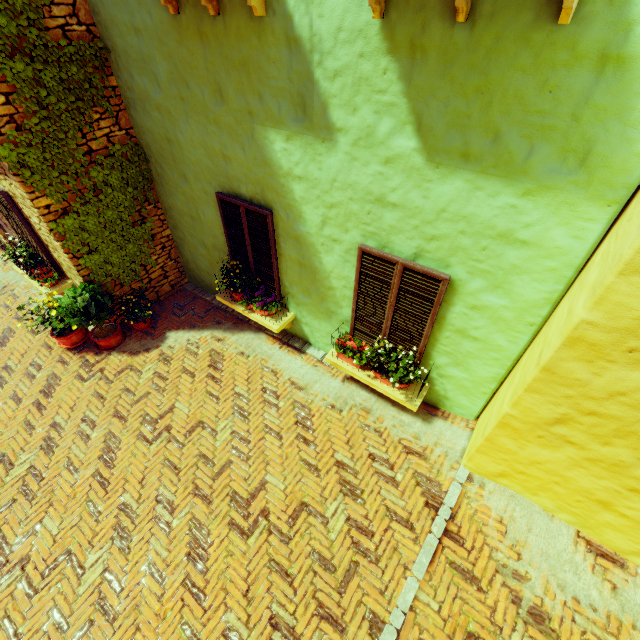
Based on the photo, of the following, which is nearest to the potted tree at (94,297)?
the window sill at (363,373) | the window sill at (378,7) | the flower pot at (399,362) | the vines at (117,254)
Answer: the vines at (117,254)

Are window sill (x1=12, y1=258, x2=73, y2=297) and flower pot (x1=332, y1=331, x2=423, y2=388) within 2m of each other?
no

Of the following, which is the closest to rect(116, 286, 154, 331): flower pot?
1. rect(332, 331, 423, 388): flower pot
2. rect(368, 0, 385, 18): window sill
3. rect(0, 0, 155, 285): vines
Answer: rect(0, 0, 155, 285): vines

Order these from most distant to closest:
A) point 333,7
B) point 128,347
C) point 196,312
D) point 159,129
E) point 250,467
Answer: point 196,312 → point 128,347 → point 159,129 → point 250,467 → point 333,7

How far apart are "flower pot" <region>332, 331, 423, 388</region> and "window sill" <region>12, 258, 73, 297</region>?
5.9m

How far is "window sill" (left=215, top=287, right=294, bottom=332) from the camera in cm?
543

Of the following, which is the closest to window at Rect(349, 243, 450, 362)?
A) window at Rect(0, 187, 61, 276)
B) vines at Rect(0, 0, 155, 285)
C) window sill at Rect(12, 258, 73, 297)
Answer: vines at Rect(0, 0, 155, 285)

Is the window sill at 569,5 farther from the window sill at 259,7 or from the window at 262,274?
the window sill at 259,7
